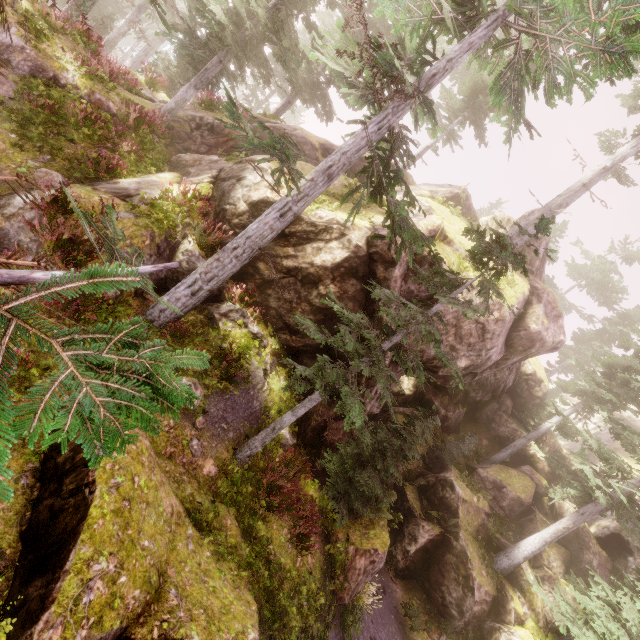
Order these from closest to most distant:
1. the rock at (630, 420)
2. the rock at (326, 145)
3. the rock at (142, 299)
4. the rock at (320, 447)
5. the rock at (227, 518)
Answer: the rock at (227, 518) < the rock at (142, 299) < the rock at (320, 447) < the rock at (326, 145) < the rock at (630, 420)

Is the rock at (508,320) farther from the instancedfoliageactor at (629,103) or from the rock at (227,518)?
the rock at (227,518)

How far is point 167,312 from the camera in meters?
9.6 m

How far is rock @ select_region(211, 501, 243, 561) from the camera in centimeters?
745cm

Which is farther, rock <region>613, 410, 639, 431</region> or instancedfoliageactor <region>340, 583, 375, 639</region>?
rock <region>613, 410, 639, 431</region>

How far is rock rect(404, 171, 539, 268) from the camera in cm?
1211
